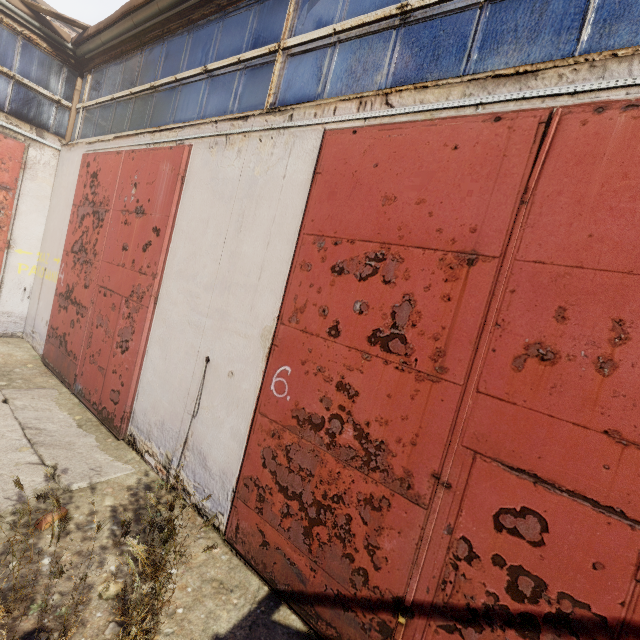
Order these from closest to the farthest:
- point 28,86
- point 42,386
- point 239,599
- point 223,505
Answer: point 239,599 < point 223,505 < point 42,386 < point 28,86

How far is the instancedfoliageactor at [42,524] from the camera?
2.0 meters

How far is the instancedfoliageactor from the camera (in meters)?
1.97
